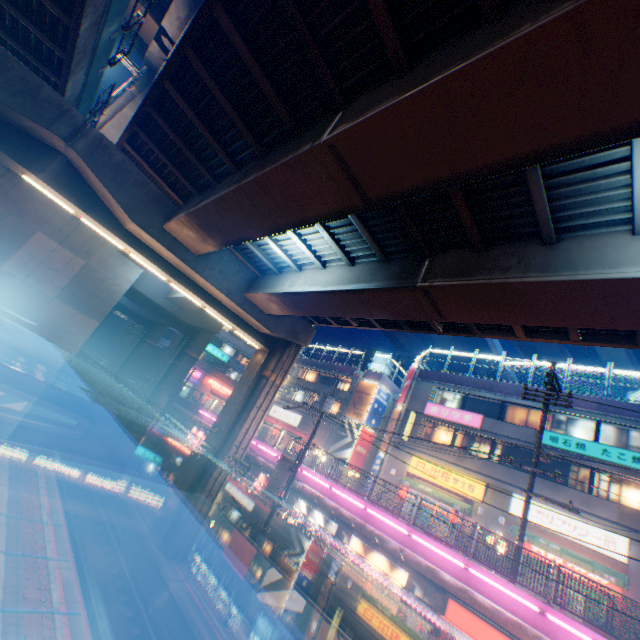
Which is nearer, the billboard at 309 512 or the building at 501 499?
the billboard at 309 512

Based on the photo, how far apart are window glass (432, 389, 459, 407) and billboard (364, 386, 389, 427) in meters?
7.6

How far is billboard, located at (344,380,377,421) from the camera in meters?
34.1

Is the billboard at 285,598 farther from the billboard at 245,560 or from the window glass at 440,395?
the window glass at 440,395

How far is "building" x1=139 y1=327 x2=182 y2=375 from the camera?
46.2 meters

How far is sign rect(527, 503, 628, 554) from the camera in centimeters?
1680cm

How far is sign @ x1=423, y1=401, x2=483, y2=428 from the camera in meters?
24.2

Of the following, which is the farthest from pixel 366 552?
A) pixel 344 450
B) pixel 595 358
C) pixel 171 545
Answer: pixel 595 358
